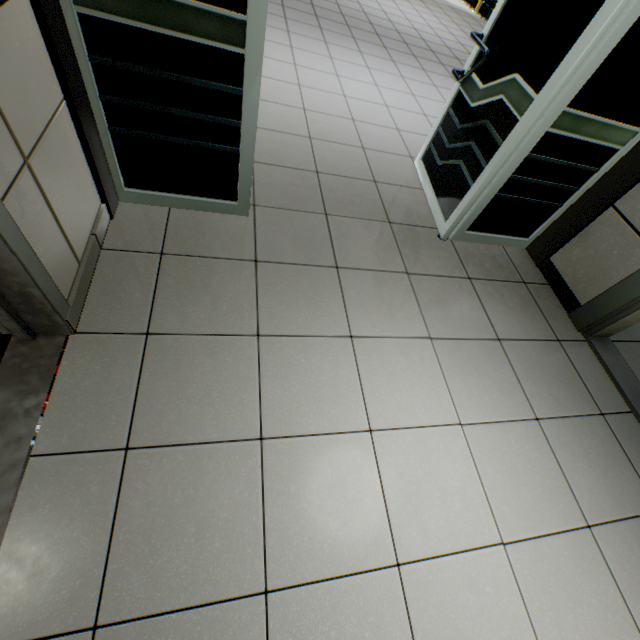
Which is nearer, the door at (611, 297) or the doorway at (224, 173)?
the doorway at (224, 173)

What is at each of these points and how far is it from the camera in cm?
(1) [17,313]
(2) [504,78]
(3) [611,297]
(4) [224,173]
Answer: (1) door, 121
(2) doorway, 197
(3) door, 207
(4) doorway, 182

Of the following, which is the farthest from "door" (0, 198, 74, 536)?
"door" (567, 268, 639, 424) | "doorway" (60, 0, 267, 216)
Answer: "door" (567, 268, 639, 424)

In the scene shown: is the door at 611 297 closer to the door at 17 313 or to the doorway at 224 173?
the doorway at 224 173

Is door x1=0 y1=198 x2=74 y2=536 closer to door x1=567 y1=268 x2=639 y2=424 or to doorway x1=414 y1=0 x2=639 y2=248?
doorway x1=414 y1=0 x2=639 y2=248

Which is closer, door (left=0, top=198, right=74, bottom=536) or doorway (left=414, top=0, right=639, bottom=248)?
door (left=0, top=198, right=74, bottom=536)
